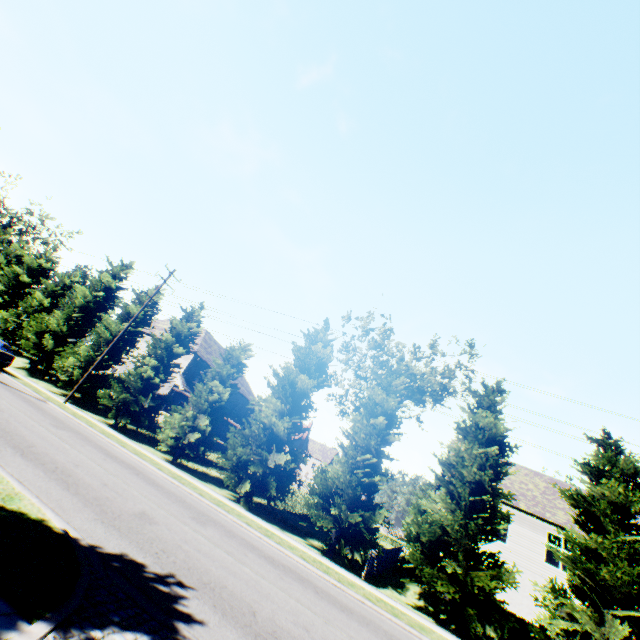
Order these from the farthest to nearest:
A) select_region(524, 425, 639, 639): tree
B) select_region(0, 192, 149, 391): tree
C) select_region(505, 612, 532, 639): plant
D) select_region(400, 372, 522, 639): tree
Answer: select_region(0, 192, 149, 391): tree → select_region(505, 612, 532, 639): plant → select_region(400, 372, 522, 639): tree → select_region(524, 425, 639, 639): tree

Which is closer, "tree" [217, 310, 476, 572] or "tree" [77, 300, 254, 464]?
"tree" [217, 310, 476, 572]

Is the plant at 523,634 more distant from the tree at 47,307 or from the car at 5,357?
the car at 5,357

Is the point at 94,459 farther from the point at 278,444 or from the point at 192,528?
the point at 278,444

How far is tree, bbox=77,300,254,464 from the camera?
20.27m

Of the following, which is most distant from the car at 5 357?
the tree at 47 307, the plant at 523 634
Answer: the plant at 523 634

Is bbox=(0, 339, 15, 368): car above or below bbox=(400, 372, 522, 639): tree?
below
